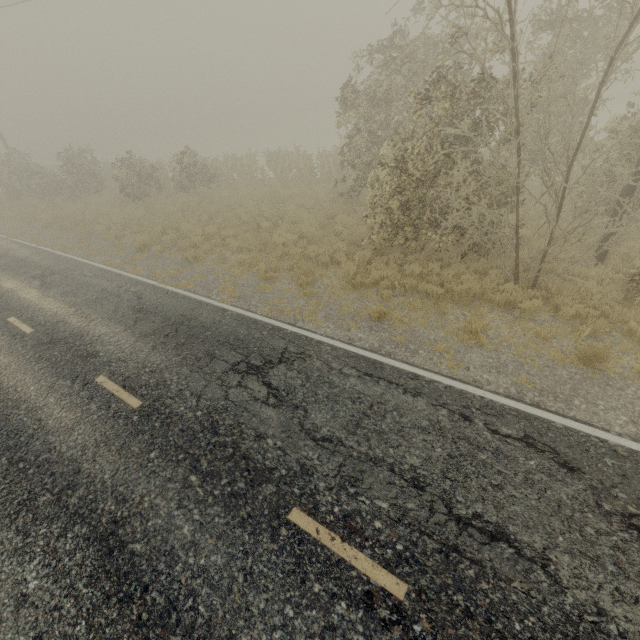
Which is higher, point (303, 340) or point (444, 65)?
point (444, 65)
